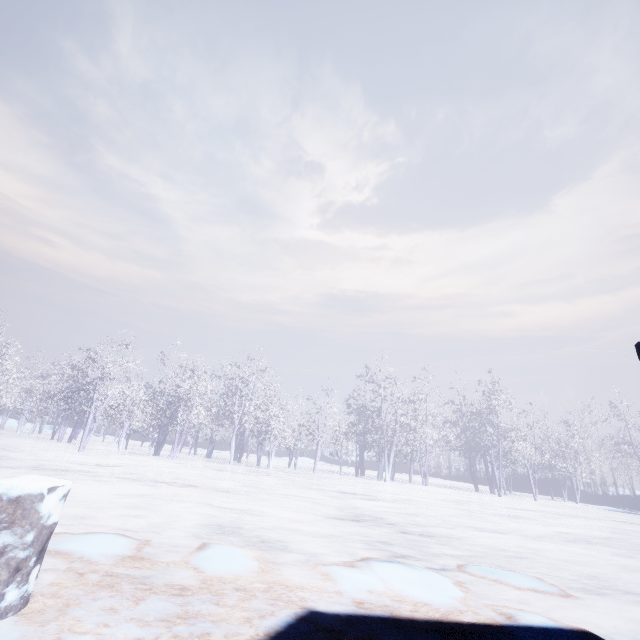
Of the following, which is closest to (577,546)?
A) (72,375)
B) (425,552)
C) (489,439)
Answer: (425,552)
